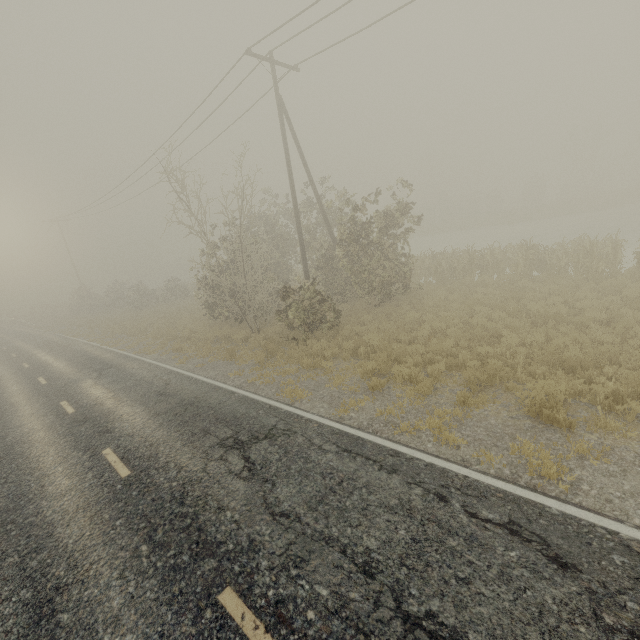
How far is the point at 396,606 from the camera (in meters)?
3.70
